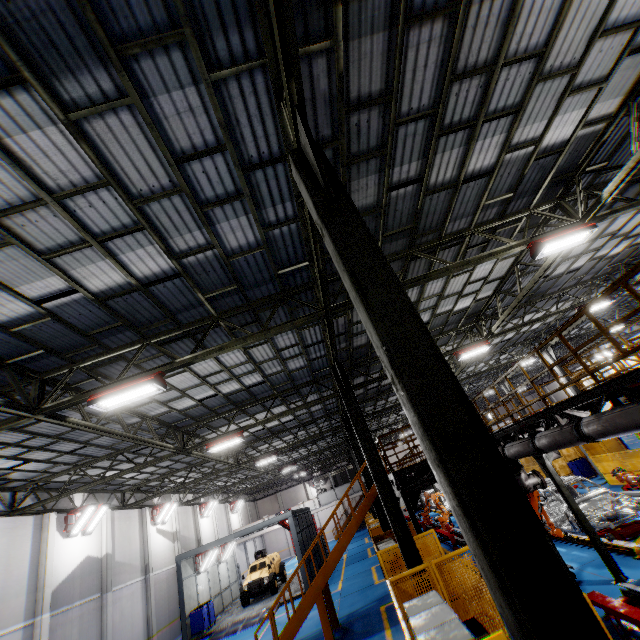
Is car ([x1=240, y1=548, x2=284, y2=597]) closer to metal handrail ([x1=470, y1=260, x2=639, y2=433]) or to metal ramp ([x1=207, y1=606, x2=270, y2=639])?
metal ramp ([x1=207, y1=606, x2=270, y2=639])

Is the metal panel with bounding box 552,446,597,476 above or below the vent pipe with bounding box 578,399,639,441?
below

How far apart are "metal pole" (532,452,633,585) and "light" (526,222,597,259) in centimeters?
541cm

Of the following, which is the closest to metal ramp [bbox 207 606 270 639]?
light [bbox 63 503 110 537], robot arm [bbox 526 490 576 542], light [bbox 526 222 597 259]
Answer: light [bbox 63 503 110 537]

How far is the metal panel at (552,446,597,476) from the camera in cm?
2105

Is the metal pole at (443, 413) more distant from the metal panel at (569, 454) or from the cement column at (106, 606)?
the cement column at (106, 606)

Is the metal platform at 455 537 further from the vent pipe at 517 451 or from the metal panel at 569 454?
the vent pipe at 517 451

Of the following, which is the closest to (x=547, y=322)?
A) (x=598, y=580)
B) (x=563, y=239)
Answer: (x=563, y=239)
